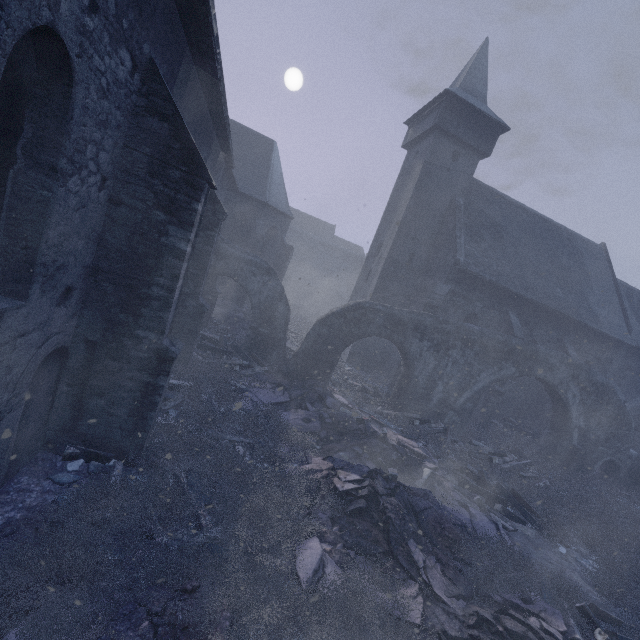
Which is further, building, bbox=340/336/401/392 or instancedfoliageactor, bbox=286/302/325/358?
instancedfoliageactor, bbox=286/302/325/358

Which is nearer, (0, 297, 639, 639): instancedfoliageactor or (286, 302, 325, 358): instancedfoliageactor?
(0, 297, 639, 639): instancedfoliageactor

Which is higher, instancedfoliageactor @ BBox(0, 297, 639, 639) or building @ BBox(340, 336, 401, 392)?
building @ BBox(340, 336, 401, 392)

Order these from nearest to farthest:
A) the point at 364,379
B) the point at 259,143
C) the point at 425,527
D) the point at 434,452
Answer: the point at 425,527 → the point at 434,452 → the point at 364,379 → the point at 259,143

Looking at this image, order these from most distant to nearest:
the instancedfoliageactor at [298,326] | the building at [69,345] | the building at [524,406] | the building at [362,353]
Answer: the instancedfoliageactor at [298,326]
the building at [362,353]
the building at [524,406]
the building at [69,345]

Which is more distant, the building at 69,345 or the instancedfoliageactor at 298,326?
the instancedfoliageactor at 298,326
